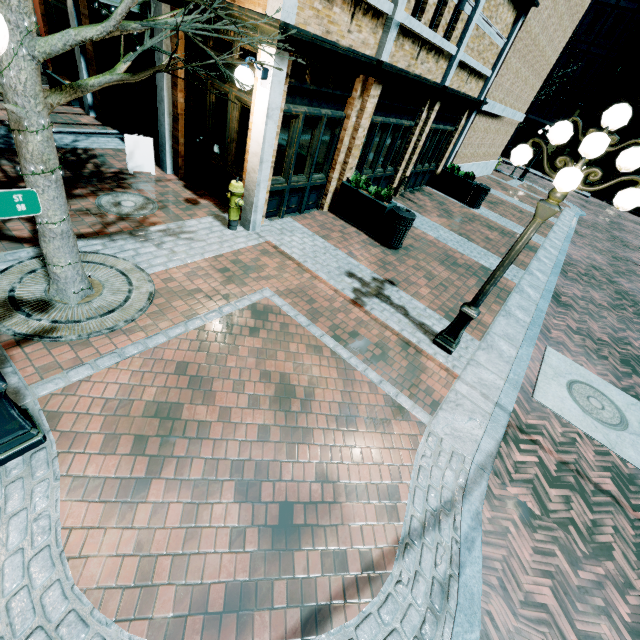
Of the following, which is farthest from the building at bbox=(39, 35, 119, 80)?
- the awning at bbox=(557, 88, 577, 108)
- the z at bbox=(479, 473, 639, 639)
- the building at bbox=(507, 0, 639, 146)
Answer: the awning at bbox=(557, 88, 577, 108)

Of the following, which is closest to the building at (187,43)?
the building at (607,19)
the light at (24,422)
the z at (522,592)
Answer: the z at (522,592)

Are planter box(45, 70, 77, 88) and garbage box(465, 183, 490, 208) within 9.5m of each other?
no

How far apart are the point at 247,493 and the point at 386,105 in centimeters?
938cm

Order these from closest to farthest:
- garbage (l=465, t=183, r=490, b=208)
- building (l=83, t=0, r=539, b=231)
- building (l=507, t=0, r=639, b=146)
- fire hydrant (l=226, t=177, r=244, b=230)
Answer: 1. building (l=83, t=0, r=539, b=231)
2. fire hydrant (l=226, t=177, r=244, b=230)
3. garbage (l=465, t=183, r=490, b=208)
4. building (l=507, t=0, r=639, b=146)

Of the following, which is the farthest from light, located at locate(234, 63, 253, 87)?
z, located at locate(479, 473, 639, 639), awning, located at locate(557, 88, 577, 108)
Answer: awning, located at locate(557, 88, 577, 108)

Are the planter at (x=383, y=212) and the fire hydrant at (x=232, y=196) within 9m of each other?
yes

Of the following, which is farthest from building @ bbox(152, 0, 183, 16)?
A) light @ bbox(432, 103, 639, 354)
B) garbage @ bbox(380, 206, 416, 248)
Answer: light @ bbox(432, 103, 639, 354)
